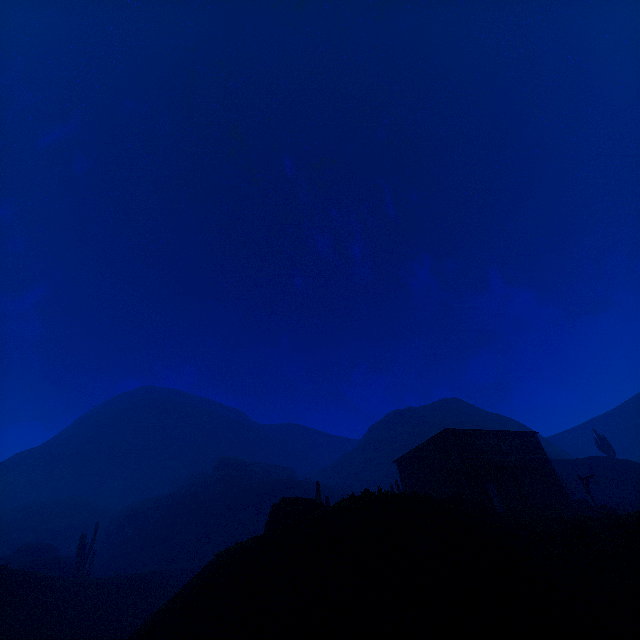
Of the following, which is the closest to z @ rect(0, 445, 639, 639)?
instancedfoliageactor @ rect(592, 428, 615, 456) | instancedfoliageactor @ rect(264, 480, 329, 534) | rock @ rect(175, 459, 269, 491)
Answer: rock @ rect(175, 459, 269, 491)

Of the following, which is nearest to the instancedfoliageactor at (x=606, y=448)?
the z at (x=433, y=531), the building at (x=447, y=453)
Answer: the z at (x=433, y=531)

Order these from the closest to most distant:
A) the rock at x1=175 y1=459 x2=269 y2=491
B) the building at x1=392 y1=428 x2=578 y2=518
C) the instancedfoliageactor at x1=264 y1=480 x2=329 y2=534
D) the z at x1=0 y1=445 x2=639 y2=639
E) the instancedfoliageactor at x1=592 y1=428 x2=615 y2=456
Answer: the z at x1=0 y1=445 x2=639 y2=639 < the instancedfoliageactor at x1=264 y1=480 x2=329 y2=534 < the building at x1=392 y1=428 x2=578 y2=518 < the instancedfoliageactor at x1=592 y1=428 x2=615 y2=456 < the rock at x1=175 y1=459 x2=269 y2=491

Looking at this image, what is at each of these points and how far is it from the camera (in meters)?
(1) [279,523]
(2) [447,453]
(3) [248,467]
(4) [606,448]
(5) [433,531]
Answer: (1) instancedfoliageactor, 17.97
(2) building, 25.33
(3) rock, 59.72
(4) instancedfoliageactor, 43.66
(5) z, 9.73

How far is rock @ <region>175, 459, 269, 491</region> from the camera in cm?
5422

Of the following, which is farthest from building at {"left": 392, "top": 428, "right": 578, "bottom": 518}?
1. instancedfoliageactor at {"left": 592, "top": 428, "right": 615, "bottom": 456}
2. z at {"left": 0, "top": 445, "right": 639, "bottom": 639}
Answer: instancedfoliageactor at {"left": 592, "top": 428, "right": 615, "bottom": 456}

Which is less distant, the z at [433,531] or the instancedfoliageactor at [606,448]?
the z at [433,531]

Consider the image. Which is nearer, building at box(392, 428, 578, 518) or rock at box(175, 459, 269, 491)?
building at box(392, 428, 578, 518)
